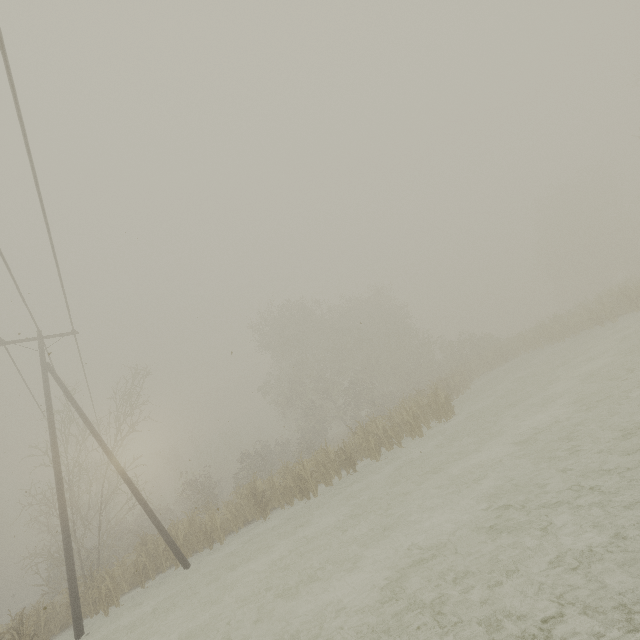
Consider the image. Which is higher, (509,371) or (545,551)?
(509,371)

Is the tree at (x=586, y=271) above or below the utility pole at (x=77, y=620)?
above

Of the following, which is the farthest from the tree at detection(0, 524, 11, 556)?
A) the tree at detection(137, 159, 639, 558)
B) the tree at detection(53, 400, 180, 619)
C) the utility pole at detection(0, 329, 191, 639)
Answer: the tree at detection(137, 159, 639, 558)

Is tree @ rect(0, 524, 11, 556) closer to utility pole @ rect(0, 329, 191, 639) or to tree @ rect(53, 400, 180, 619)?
tree @ rect(53, 400, 180, 619)

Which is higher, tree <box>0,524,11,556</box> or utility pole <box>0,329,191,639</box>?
tree <box>0,524,11,556</box>

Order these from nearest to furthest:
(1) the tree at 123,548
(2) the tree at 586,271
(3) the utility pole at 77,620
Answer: (3) the utility pole at 77,620 < (1) the tree at 123,548 < (2) the tree at 586,271

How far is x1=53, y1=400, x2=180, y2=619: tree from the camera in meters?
13.8 m
